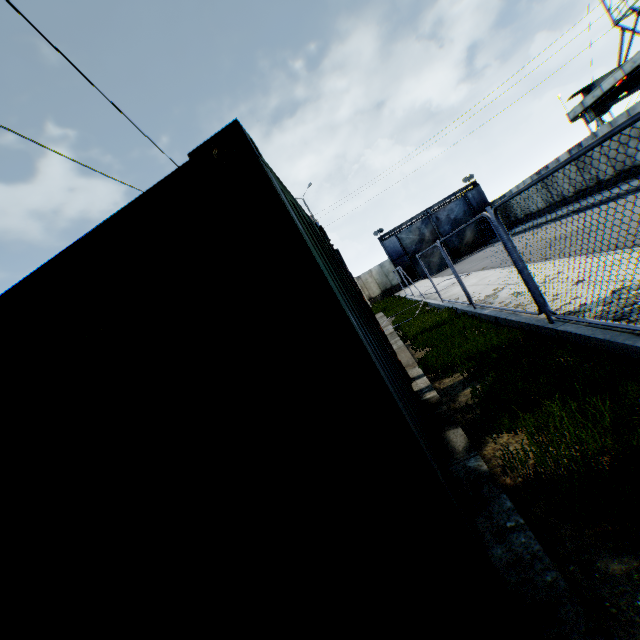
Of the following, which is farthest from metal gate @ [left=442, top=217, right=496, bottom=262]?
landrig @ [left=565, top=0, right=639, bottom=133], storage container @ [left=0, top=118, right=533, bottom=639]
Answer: storage container @ [left=0, top=118, right=533, bottom=639]

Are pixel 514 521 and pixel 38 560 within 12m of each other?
yes

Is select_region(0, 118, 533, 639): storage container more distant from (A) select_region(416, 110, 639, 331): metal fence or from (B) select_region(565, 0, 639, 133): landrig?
(B) select_region(565, 0, 639, 133): landrig

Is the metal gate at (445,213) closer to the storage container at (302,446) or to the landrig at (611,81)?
the landrig at (611,81)

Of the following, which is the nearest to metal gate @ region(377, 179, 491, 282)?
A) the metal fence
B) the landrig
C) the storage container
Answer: the landrig

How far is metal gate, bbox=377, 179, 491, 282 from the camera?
32.4 meters

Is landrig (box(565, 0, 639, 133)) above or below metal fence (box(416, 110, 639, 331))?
above

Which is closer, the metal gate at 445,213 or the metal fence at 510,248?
the metal fence at 510,248
